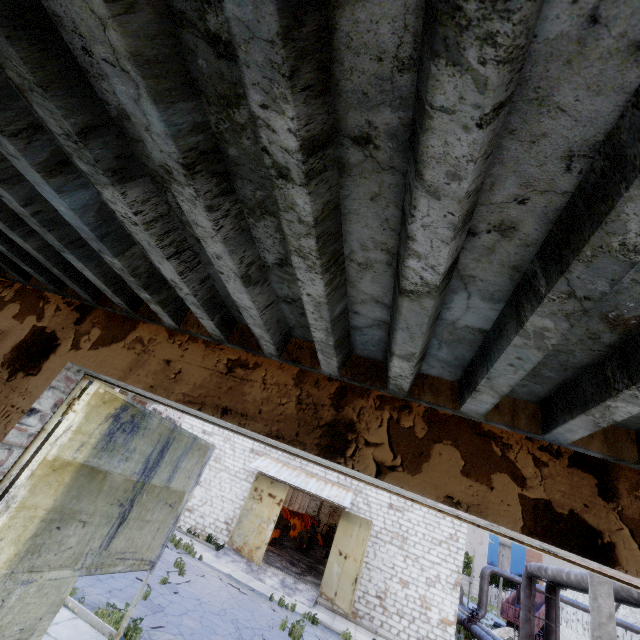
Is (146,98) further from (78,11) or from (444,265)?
(444,265)

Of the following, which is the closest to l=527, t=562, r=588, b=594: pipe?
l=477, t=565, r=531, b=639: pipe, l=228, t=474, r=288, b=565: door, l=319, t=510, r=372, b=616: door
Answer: l=477, t=565, r=531, b=639: pipe

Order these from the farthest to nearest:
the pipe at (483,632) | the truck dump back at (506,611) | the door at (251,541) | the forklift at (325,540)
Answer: the forklift at (325,540) < the truck dump back at (506,611) < the pipe at (483,632) < the door at (251,541)

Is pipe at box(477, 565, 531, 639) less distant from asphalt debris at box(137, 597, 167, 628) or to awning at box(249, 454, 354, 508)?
awning at box(249, 454, 354, 508)

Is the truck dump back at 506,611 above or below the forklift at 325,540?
above

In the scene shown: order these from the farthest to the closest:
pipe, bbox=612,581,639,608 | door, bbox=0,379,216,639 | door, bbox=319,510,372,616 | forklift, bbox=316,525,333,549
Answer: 1. forklift, bbox=316,525,333,549
2. door, bbox=319,510,372,616
3. pipe, bbox=612,581,639,608
4. door, bbox=0,379,216,639

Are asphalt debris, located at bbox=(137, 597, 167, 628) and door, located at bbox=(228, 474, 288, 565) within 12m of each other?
yes

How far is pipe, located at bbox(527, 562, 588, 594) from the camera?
11.9m
